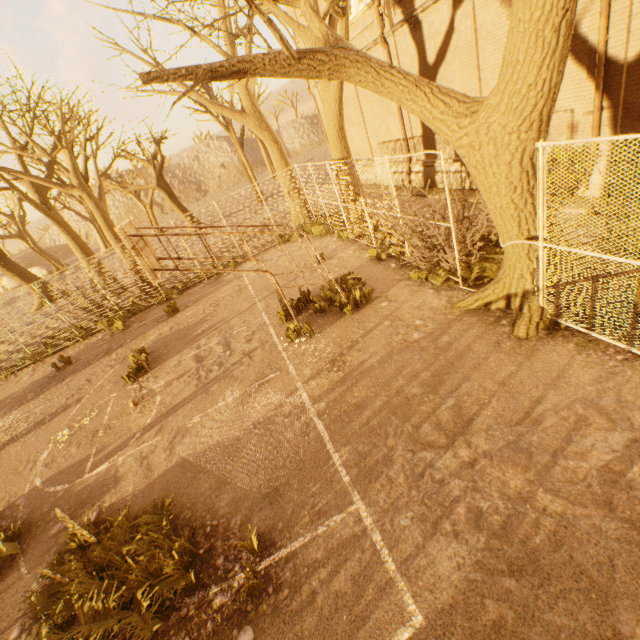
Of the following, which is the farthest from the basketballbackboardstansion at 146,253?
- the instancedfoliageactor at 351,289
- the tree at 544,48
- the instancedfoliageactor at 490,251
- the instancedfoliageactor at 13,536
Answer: the instancedfoliageactor at 13,536

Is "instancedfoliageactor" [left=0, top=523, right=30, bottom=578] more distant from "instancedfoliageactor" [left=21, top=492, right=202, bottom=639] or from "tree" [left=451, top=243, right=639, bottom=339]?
"tree" [left=451, top=243, right=639, bottom=339]

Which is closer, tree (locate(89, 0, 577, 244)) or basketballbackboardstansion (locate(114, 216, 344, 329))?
tree (locate(89, 0, 577, 244))

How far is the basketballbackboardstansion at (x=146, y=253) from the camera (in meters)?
6.14

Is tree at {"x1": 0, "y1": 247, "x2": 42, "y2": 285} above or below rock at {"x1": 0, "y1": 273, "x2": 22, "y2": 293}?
above

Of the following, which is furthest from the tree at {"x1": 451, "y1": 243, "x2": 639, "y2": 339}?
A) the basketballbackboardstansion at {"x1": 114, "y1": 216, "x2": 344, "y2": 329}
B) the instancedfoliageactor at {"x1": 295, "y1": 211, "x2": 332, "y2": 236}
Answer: the basketballbackboardstansion at {"x1": 114, "y1": 216, "x2": 344, "y2": 329}

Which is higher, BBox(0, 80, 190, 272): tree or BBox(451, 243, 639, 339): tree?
BBox(0, 80, 190, 272): tree

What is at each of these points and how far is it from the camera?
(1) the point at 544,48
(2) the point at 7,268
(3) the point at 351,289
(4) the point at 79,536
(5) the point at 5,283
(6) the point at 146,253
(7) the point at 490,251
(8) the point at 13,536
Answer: (1) tree, 3.72m
(2) tree, 23.38m
(3) instancedfoliageactor, 9.09m
(4) instancedfoliageactor, 5.06m
(5) rock, 43.34m
(6) basketballbackboardstansion, 6.71m
(7) instancedfoliageactor, 7.85m
(8) instancedfoliageactor, 5.86m
